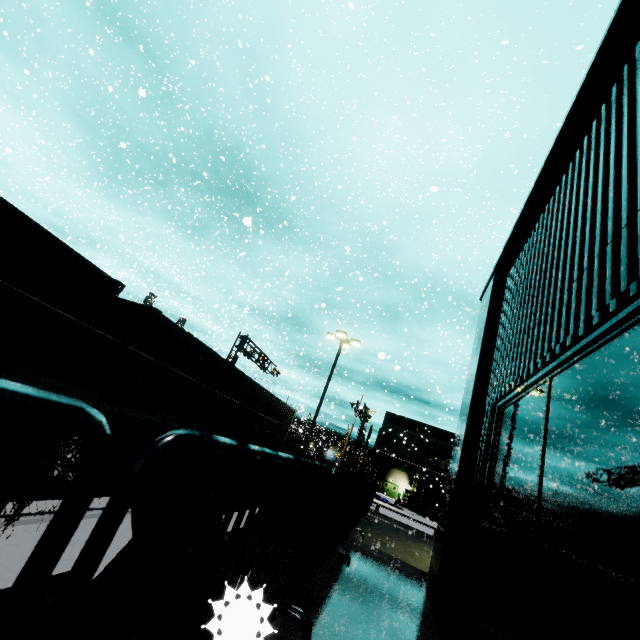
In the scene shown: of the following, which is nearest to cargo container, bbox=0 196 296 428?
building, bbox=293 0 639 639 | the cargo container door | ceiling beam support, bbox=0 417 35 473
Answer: the cargo container door

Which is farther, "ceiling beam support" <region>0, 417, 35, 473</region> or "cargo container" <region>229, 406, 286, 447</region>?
"cargo container" <region>229, 406, 286, 447</region>

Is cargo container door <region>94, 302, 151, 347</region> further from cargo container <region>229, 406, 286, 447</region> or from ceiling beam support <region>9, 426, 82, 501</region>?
ceiling beam support <region>9, 426, 82, 501</region>

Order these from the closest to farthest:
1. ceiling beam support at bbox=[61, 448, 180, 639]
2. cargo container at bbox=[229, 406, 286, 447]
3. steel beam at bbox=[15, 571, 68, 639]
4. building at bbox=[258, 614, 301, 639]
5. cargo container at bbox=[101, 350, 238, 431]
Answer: building at bbox=[258, 614, 301, 639] < ceiling beam support at bbox=[61, 448, 180, 639] < steel beam at bbox=[15, 571, 68, 639] < cargo container at bbox=[101, 350, 238, 431] < cargo container at bbox=[229, 406, 286, 447]

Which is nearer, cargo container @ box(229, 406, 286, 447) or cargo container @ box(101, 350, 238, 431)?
cargo container @ box(101, 350, 238, 431)

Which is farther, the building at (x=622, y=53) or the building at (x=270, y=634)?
the building at (x=622, y=53)

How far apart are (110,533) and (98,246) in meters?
44.5 m

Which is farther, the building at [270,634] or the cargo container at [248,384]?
the cargo container at [248,384]
